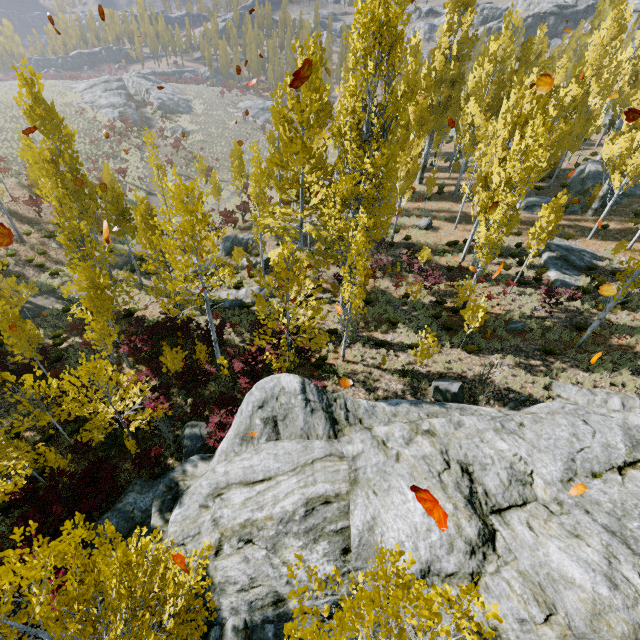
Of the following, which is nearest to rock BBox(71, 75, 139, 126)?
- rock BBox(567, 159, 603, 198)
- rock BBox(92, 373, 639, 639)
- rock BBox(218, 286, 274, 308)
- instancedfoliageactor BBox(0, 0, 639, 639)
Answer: instancedfoliageactor BBox(0, 0, 639, 639)

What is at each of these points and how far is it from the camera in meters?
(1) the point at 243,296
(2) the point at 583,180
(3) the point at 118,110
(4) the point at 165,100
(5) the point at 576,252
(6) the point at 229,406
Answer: (1) rock, 20.0
(2) rock, 29.6
(3) rock, 48.8
(4) rock, 55.7
(5) rock, 21.8
(6) instancedfoliageactor, 12.8

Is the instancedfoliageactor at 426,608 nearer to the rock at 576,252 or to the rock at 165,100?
the rock at 576,252

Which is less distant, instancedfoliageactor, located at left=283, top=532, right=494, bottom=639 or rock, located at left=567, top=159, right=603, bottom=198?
instancedfoliageactor, located at left=283, top=532, right=494, bottom=639

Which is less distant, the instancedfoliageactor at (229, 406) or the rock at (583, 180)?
the instancedfoliageactor at (229, 406)

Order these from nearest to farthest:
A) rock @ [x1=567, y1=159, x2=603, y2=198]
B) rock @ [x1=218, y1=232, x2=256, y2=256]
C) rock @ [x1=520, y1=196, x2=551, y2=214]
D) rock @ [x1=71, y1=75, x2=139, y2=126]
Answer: rock @ [x1=218, y1=232, x2=256, y2=256] → rock @ [x1=520, y1=196, x2=551, y2=214] → rock @ [x1=567, y1=159, x2=603, y2=198] → rock @ [x1=71, y1=75, x2=139, y2=126]

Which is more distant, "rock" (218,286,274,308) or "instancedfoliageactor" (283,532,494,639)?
"rock" (218,286,274,308)

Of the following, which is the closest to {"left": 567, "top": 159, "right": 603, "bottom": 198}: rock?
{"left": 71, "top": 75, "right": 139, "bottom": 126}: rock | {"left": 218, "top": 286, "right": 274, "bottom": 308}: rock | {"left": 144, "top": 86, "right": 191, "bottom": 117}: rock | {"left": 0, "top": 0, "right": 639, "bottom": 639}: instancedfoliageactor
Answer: {"left": 0, "top": 0, "right": 639, "bottom": 639}: instancedfoliageactor
